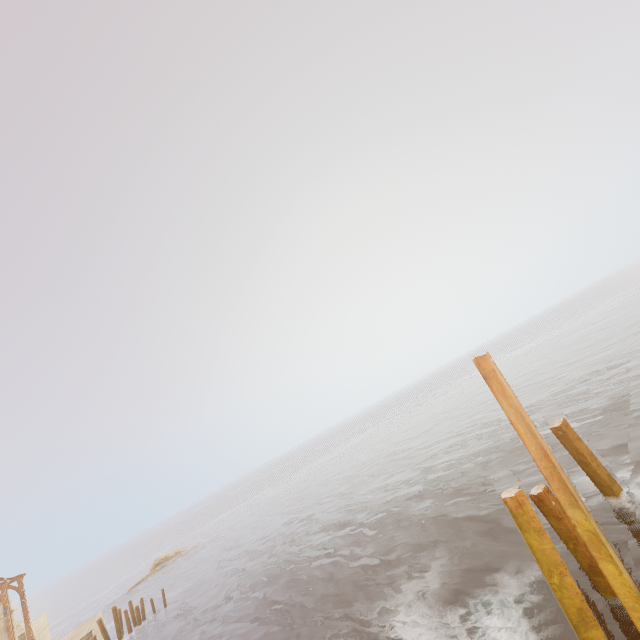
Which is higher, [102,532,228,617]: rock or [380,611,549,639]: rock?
[102,532,228,617]: rock

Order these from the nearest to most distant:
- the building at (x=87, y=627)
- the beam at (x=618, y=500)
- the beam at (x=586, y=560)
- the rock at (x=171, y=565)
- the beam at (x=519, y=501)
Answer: the beam at (x=519, y=501), the beam at (x=586, y=560), the beam at (x=618, y=500), the building at (x=87, y=627), the rock at (x=171, y=565)

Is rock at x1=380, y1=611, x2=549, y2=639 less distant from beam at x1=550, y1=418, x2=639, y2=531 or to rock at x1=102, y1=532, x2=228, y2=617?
beam at x1=550, y1=418, x2=639, y2=531

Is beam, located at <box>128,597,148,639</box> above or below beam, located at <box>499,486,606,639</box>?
below

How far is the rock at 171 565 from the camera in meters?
37.2

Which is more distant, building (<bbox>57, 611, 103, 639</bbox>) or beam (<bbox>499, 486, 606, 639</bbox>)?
building (<bbox>57, 611, 103, 639</bbox>)

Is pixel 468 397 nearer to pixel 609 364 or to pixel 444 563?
pixel 609 364

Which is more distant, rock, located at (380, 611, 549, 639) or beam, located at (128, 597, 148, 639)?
beam, located at (128, 597, 148, 639)
